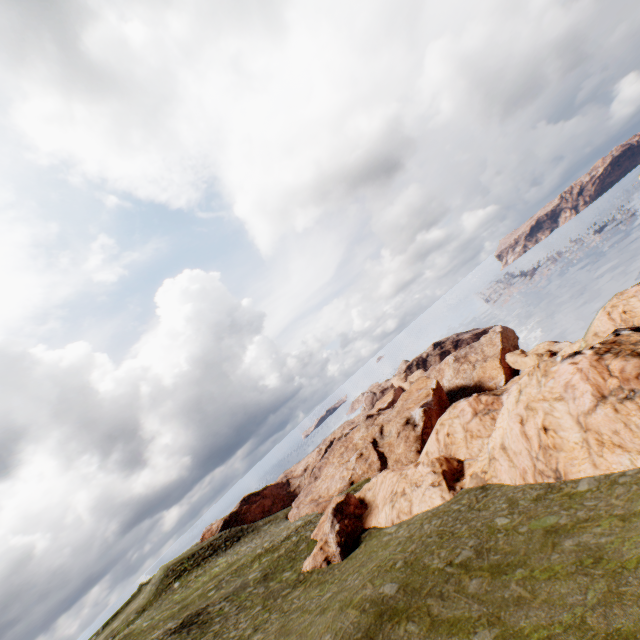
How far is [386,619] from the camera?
14.25m
